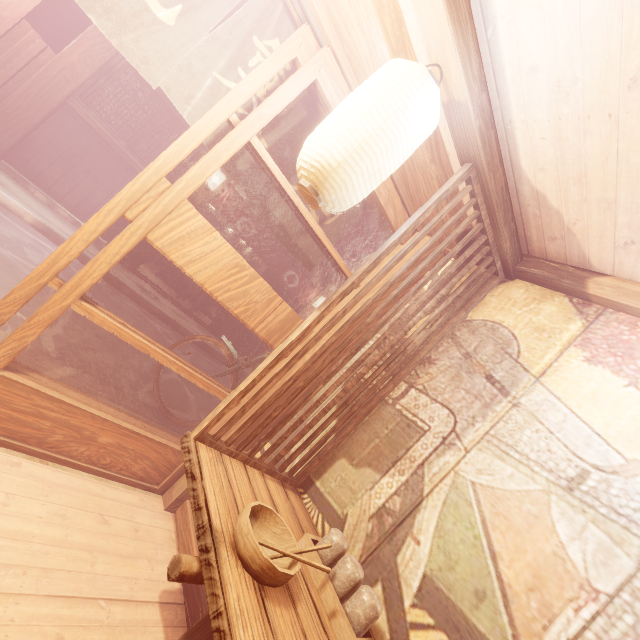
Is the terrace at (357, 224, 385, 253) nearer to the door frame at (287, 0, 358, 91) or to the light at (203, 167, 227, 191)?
the light at (203, 167, 227, 191)

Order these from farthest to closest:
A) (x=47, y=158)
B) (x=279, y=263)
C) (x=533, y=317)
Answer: (x=279, y=263) < (x=47, y=158) < (x=533, y=317)

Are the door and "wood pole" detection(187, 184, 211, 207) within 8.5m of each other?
no

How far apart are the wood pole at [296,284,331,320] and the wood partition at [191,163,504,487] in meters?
11.9 m

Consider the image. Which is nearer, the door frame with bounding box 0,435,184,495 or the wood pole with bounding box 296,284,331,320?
the door frame with bounding box 0,435,184,495

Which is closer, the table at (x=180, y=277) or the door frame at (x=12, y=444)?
the door frame at (x=12, y=444)

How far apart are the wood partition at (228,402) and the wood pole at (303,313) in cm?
1190

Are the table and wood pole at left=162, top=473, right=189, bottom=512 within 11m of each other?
no
